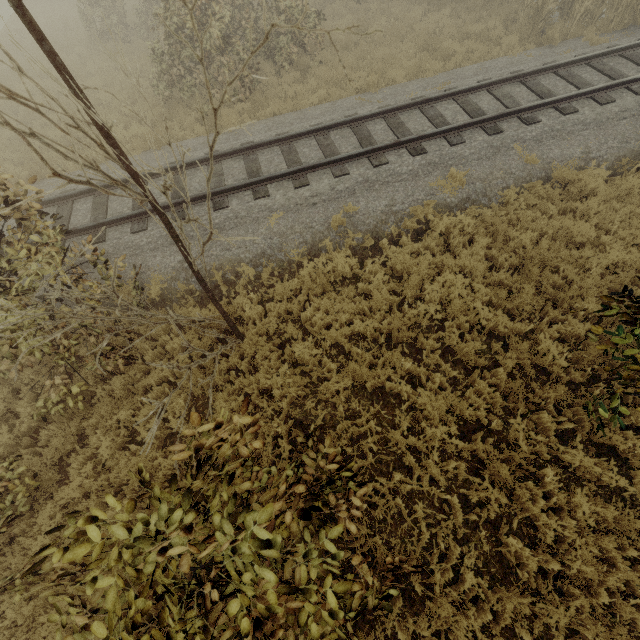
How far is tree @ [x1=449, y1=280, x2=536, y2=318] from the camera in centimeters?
605cm

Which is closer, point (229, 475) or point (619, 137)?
point (229, 475)

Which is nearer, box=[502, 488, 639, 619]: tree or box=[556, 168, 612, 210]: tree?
box=[502, 488, 639, 619]: tree

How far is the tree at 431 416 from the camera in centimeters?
494cm

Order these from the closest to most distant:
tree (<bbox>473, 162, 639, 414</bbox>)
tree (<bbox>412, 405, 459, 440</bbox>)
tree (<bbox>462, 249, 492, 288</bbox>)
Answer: tree (<bbox>473, 162, 639, 414</bbox>), tree (<bbox>412, 405, 459, 440</bbox>), tree (<bbox>462, 249, 492, 288</bbox>)

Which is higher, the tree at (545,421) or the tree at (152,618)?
the tree at (152,618)
